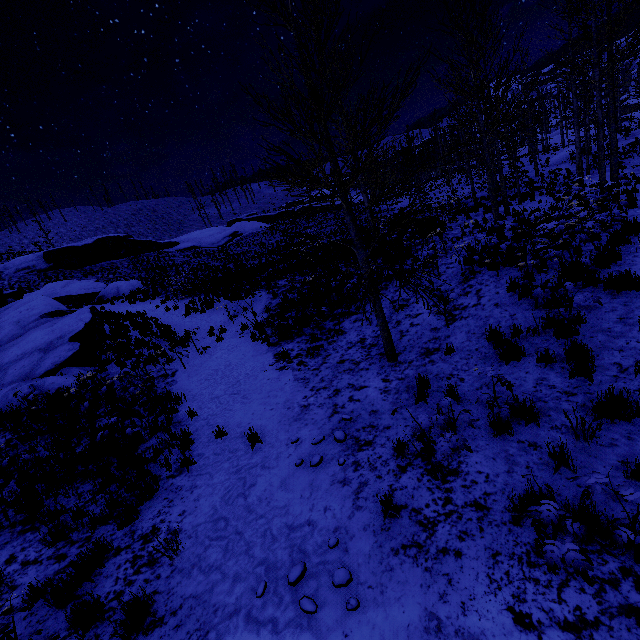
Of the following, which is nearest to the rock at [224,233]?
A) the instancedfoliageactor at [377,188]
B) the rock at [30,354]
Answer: the rock at [30,354]

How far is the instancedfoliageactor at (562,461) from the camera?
3.8m

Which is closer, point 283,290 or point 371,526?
point 371,526

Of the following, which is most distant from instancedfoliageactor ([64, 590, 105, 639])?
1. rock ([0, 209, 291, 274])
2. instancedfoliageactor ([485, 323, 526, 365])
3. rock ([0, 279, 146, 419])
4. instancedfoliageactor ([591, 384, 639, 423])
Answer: rock ([0, 209, 291, 274])

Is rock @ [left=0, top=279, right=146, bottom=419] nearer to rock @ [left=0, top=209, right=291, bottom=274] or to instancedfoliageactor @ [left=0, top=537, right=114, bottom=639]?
rock @ [left=0, top=209, right=291, bottom=274]

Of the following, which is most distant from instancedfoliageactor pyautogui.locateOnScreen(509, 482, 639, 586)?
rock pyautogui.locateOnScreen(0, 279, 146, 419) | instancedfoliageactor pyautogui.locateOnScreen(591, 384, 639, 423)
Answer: rock pyautogui.locateOnScreen(0, 279, 146, 419)

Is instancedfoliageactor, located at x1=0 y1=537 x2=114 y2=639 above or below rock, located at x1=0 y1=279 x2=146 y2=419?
below

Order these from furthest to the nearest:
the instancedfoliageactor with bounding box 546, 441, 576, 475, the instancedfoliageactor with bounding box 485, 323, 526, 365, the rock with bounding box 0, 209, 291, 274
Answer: the rock with bounding box 0, 209, 291, 274 < the instancedfoliageactor with bounding box 485, 323, 526, 365 < the instancedfoliageactor with bounding box 546, 441, 576, 475
